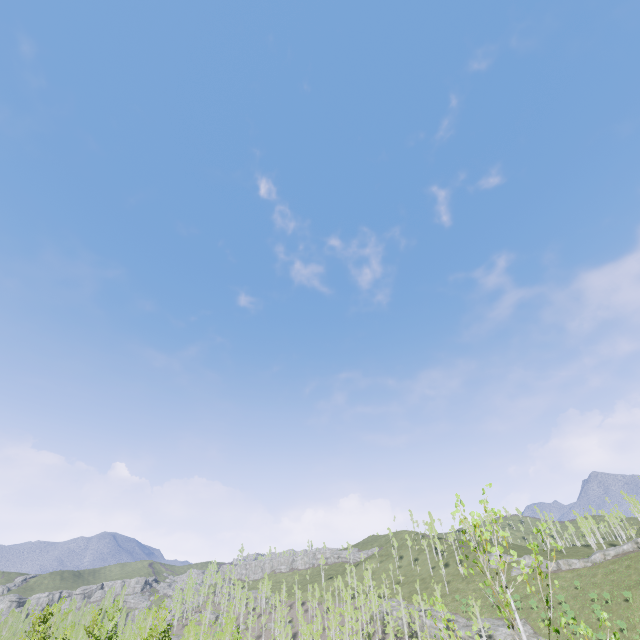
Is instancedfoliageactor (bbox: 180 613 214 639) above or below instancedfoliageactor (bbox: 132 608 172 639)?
above

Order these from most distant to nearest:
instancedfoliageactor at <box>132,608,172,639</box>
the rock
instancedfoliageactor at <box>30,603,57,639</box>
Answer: the rock, instancedfoliageactor at <box>30,603,57,639</box>, instancedfoliageactor at <box>132,608,172,639</box>

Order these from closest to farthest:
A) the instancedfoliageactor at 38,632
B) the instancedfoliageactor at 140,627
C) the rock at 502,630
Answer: the instancedfoliageactor at 140,627 < the instancedfoliageactor at 38,632 < the rock at 502,630

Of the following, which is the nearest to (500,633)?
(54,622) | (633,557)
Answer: (633,557)

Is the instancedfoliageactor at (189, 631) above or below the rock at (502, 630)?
above

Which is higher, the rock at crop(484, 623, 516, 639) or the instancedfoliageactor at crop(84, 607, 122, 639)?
the instancedfoliageactor at crop(84, 607, 122, 639)
